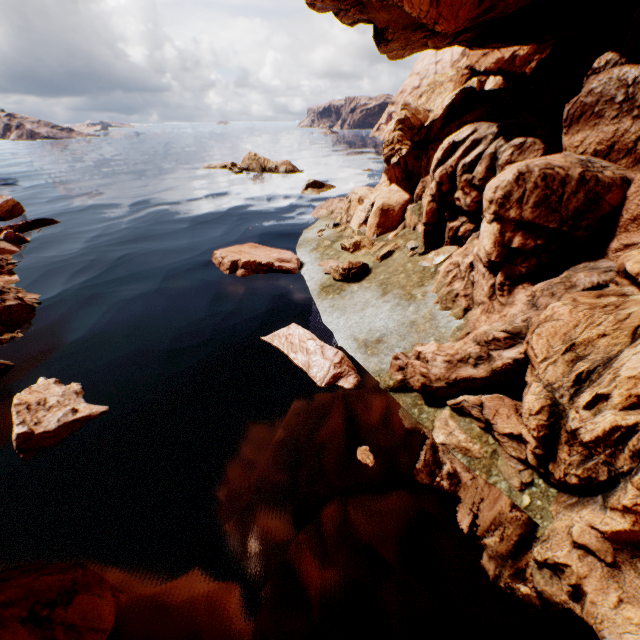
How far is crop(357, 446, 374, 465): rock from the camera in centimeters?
759cm

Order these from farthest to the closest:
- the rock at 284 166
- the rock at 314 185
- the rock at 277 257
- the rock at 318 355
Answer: the rock at 284 166 → the rock at 314 185 → the rock at 277 257 → the rock at 318 355

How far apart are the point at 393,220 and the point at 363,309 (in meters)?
6.05

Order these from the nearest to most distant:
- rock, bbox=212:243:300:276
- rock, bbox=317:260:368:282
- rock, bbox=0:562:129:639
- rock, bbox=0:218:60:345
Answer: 1. rock, bbox=0:562:129:639
2. rock, bbox=0:218:60:345
3. rock, bbox=317:260:368:282
4. rock, bbox=212:243:300:276

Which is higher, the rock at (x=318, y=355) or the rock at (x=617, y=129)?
the rock at (x=617, y=129)

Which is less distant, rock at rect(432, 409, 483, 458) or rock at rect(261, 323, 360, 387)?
rock at rect(432, 409, 483, 458)
